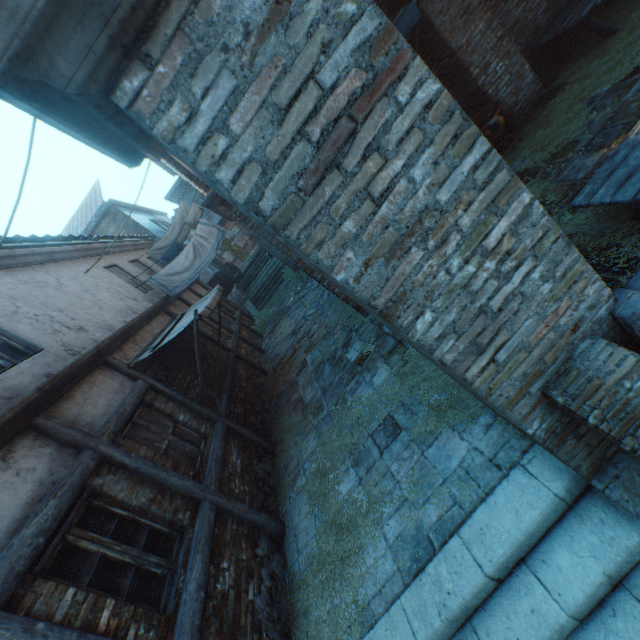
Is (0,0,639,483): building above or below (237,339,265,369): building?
above

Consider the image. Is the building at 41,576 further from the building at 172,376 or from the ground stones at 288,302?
the ground stones at 288,302

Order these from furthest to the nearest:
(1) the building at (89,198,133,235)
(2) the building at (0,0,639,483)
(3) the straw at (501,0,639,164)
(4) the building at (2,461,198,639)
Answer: (1) the building at (89,198,133,235) → (3) the straw at (501,0,639,164) → (4) the building at (2,461,198,639) → (2) the building at (0,0,639,483)

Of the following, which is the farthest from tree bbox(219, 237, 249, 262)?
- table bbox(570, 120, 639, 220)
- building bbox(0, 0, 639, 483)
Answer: table bbox(570, 120, 639, 220)

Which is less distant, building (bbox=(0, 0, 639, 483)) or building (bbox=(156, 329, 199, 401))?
building (bbox=(0, 0, 639, 483))

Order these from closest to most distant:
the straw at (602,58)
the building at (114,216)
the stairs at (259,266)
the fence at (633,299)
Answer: the fence at (633,299) → the straw at (602,58) → the building at (114,216) → the stairs at (259,266)

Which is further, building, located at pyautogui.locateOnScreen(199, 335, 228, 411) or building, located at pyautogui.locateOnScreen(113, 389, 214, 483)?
building, located at pyautogui.locateOnScreen(199, 335, 228, 411)

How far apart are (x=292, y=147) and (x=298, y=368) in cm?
755
